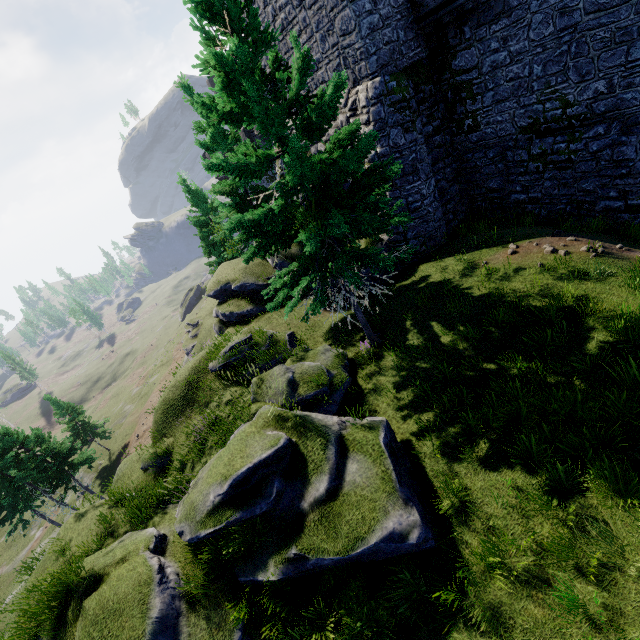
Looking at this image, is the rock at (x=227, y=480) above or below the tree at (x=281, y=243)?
below

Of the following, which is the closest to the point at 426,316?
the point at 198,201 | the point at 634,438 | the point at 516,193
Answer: the point at 634,438

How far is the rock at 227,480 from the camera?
7.0m

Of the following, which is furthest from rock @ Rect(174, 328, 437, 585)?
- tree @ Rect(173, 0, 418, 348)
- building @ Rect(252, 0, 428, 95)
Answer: building @ Rect(252, 0, 428, 95)

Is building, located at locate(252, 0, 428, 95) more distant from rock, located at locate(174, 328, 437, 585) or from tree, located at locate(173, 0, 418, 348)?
rock, located at locate(174, 328, 437, 585)

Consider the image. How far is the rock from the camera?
7.0m
